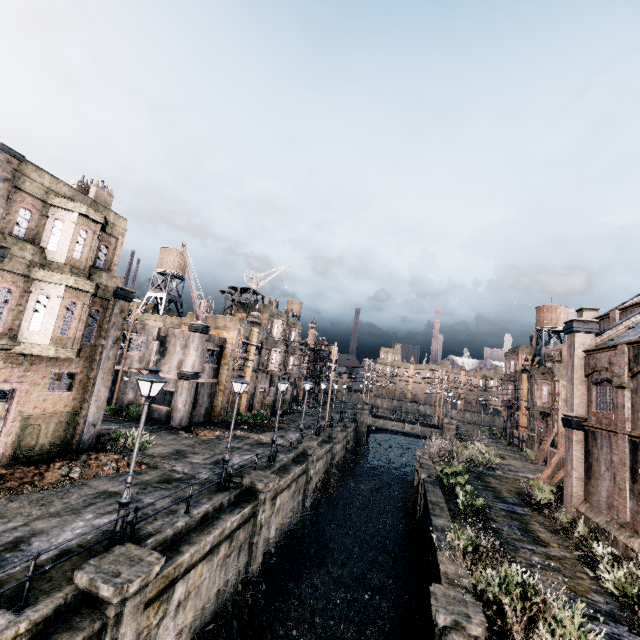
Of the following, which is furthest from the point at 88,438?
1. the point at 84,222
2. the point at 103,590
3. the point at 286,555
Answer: the point at 286,555

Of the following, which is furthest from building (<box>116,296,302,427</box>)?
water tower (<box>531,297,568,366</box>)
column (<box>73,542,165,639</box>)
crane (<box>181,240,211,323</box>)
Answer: water tower (<box>531,297,568,366</box>)

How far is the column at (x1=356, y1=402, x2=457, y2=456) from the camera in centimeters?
4716cm

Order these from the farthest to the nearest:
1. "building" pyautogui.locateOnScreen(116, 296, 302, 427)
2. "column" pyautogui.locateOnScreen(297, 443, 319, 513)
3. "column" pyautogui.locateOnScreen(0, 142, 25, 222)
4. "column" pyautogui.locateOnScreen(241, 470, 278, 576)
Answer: "building" pyautogui.locateOnScreen(116, 296, 302, 427)
"column" pyautogui.locateOnScreen(297, 443, 319, 513)
"column" pyautogui.locateOnScreen(241, 470, 278, 576)
"column" pyautogui.locateOnScreen(0, 142, 25, 222)

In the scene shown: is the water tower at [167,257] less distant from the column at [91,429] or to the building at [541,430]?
the column at [91,429]

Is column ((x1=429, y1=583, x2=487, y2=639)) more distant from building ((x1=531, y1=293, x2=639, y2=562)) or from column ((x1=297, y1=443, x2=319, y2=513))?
column ((x1=297, y1=443, x2=319, y2=513))

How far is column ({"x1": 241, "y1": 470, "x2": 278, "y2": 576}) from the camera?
16.4 meters

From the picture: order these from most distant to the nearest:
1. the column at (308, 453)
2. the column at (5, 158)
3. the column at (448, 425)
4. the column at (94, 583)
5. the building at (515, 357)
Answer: the building at (515, 357)
the column at (448, 425)
the column at (308, 453)
the column at (5, 158)
the column at (94, 583)
